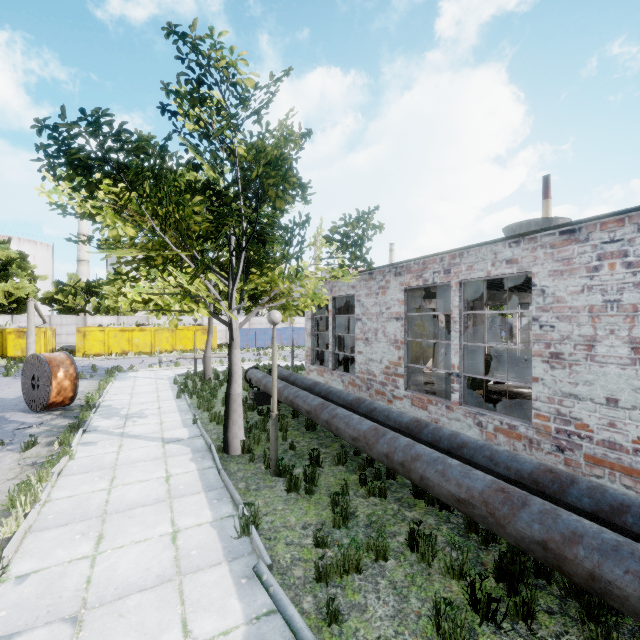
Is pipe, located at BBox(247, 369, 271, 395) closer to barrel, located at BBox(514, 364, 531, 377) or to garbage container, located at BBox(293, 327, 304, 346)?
barrel, located at BBox(514, 364, 531, 377)

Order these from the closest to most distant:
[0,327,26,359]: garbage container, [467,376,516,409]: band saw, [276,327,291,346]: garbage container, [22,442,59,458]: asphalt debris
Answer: [22,442,59,458]: asphalt debris → [467,376,516,409]: band saw → [0,327,26,359]: garbage container → [276,327,291,346]: garbage container

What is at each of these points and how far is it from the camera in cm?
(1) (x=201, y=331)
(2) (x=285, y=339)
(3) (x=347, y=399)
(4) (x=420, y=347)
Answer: (1) garbage container, 3216
(2) garbage container, 3672
(3) pipe, 838
(4) door, 1962

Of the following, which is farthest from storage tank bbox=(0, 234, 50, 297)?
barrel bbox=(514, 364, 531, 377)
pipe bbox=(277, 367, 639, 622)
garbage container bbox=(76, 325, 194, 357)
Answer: barrel bbox=(514, 364, 531, 377)

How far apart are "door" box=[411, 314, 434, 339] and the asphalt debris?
15.6m

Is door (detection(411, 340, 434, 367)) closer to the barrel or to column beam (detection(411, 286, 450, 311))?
the barrel

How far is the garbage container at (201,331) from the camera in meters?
32.0

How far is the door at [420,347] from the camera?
19.36m
